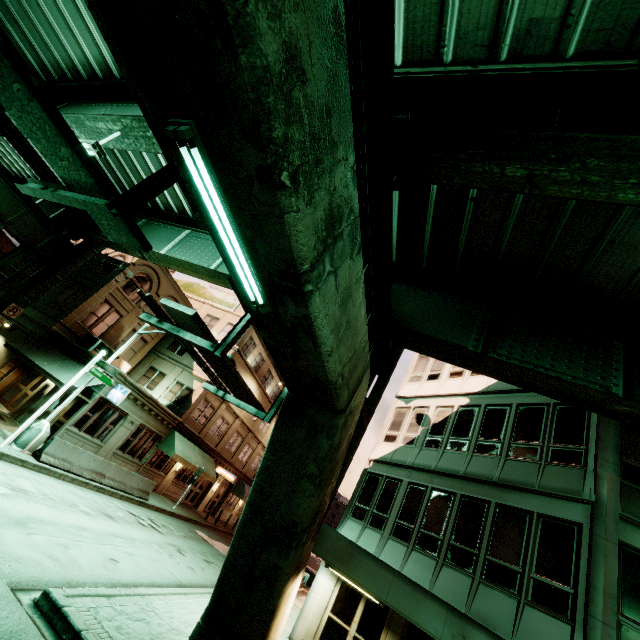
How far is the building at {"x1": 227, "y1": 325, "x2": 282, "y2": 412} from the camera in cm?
2831

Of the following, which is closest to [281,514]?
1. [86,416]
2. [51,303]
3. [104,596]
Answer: [104,596]

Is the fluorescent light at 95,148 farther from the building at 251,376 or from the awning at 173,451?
the awning at 173,451

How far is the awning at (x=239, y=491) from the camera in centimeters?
3281cm

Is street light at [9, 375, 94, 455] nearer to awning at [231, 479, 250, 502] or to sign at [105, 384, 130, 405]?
sign at [105, 384, 130, 405]

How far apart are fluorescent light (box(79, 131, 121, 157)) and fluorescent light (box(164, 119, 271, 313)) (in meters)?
7.82

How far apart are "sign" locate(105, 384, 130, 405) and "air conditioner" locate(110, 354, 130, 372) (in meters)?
4.51

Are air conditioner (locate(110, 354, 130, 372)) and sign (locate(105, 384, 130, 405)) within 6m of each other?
yes
